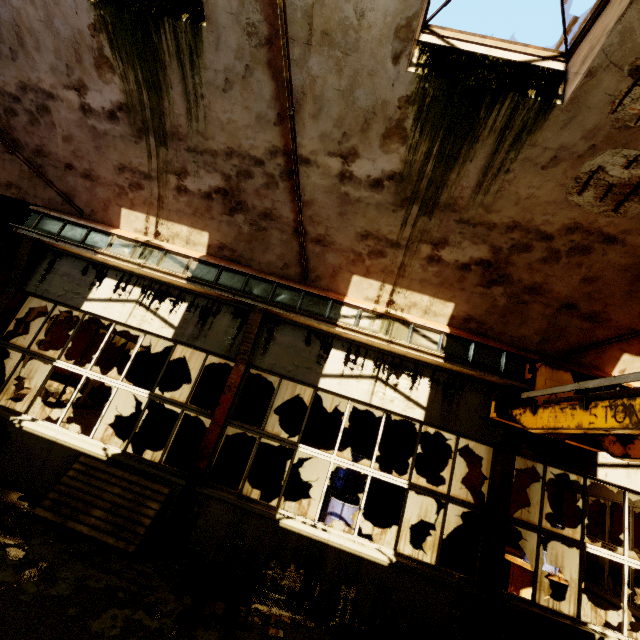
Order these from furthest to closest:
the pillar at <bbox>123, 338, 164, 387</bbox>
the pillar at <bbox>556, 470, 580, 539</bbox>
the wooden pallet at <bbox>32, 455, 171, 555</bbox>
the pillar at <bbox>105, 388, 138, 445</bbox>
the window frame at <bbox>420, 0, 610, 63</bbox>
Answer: the pillar at <bbox>123, 338, 164, 387</bbox>
the pillar at <bbox>105, 388, 138, 445</bbox>
the pillar at <bbox>556, 470, 580, 539</bbox>
the wooden pallet at <bbox>32, 455, 171, 555</bbox>
the window frame at <bbox>420, 0, 610, 63</bbox>

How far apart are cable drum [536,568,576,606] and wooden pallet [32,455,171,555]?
7.4m

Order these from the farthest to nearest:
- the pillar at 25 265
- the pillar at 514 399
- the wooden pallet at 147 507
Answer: the pillar at 25 265 → the pillar at 514 399 → the wooden pallet at 147 507

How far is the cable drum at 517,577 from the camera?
7.1 meters

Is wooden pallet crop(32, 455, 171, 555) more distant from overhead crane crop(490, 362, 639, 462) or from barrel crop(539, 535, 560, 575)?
barrel crop(539, 535, 560, 575)

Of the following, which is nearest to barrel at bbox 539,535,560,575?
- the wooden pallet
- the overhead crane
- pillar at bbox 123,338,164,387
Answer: the overhead crane

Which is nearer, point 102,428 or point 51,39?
point 51,39

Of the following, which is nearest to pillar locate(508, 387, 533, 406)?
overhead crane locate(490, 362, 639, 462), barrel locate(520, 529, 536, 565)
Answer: overhead crane locate(490, 362, 639, 462)
